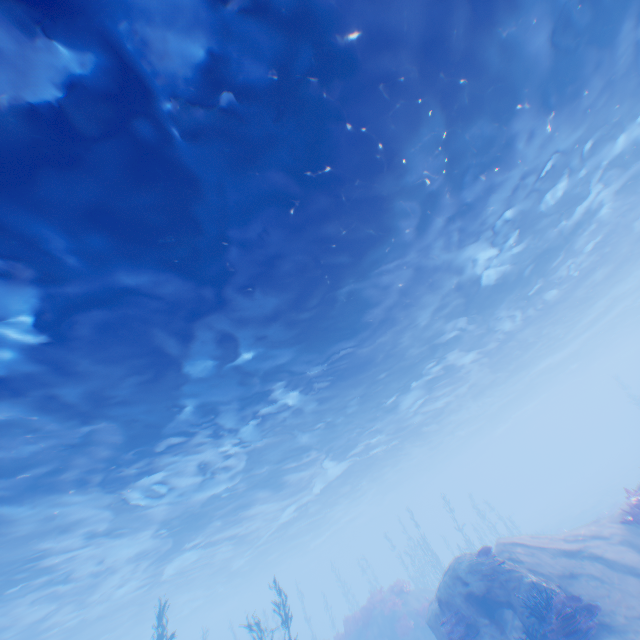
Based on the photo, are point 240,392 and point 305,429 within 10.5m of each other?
yes

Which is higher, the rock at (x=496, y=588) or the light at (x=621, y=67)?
the light at (x=621, y=67)

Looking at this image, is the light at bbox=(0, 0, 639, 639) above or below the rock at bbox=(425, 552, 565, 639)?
above

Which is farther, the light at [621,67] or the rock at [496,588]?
the rock at [496,588]

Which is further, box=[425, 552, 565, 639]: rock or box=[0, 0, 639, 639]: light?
box=[425, 552, 565, 639]: rock
